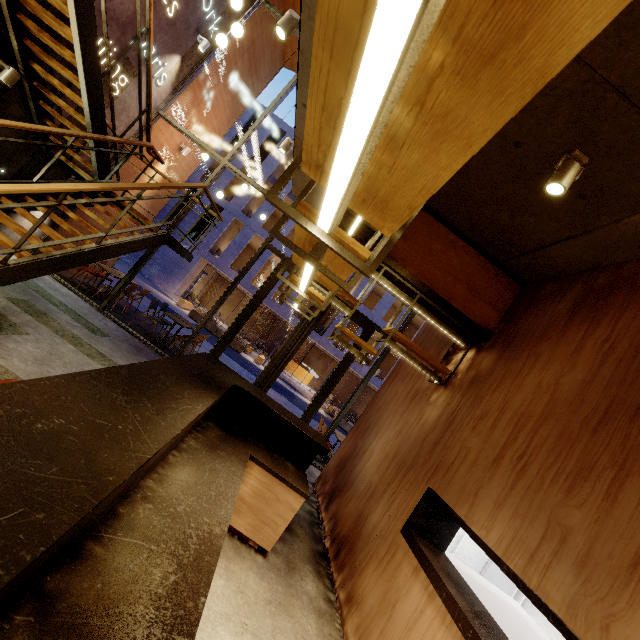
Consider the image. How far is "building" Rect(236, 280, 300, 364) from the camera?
24.7m

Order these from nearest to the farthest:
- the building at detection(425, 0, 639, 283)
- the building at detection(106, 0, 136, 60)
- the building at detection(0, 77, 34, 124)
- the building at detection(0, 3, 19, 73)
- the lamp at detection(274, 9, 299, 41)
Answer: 1. the building at detection(425, 0, 639, 283)
2. the lamp at detection(274, 9, 299, 41)
3. the building at detection(0, 3, 19, 73)
4. the building at detection(0, 77, 34, 124)
5. the building at detection(106, 0, 136, 60)

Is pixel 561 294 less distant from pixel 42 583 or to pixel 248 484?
pixel 248 484

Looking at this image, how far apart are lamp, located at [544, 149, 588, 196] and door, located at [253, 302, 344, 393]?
5.48m

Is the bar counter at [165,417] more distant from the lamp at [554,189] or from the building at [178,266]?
the building at [178,266]

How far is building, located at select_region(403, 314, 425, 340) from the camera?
26.06m

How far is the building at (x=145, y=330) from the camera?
7.90m
